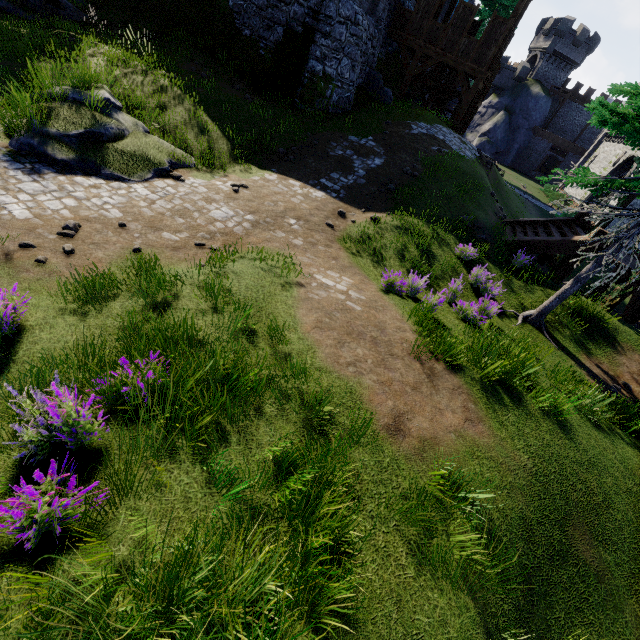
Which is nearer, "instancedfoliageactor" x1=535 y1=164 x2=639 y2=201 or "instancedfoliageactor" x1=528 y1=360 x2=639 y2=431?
"instancedfoliageactor" x1=528 y1=360 x2=639 y2=431

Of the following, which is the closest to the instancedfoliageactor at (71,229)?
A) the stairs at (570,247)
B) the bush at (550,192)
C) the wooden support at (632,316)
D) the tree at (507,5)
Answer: the stairs at (570,247)

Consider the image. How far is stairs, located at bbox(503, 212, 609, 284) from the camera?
11.0 meters

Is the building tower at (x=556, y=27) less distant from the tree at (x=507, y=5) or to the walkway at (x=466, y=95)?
the tree at (x=507, y=5)

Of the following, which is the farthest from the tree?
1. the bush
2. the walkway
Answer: the walkway

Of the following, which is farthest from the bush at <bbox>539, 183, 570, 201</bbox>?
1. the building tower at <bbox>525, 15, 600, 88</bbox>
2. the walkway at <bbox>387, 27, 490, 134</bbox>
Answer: the walkway at <bbox>387, 27, 490, 134</bbox>

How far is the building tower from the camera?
43.6m

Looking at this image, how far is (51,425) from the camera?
3.0 meters
